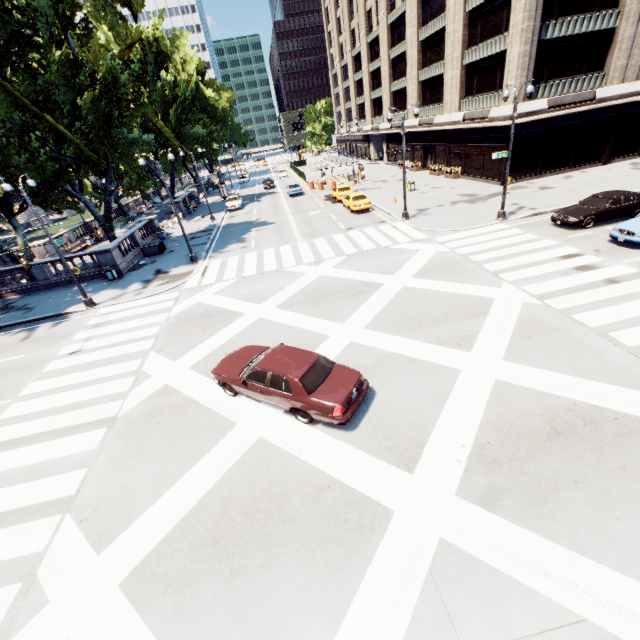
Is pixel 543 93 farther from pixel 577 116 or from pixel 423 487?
pixel 423 487

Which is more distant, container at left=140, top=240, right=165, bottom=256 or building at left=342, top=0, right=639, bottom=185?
container at left=140, top=240, right=165, bottom=256

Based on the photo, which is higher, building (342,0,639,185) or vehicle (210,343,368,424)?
building (342,0,639,185)

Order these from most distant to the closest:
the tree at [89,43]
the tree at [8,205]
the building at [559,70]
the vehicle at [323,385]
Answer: the building at [559,70]
the tree at [8,205]
the tree at [89,43]
the vehicle at [323,385]

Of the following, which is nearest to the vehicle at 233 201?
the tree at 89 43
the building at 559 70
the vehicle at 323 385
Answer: the tree at 89 43

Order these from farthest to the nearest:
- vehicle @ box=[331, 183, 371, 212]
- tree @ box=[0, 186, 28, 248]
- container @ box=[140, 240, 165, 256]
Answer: vehicle @ box=[331, 183, 371, 212]
container @ box=[140, 240, 165, 256]
tree @ box=[0, 186, 28, 248]

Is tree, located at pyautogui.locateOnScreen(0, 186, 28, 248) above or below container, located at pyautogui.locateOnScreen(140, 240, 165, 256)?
above

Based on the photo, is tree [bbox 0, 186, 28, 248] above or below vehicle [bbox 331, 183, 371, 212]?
above
